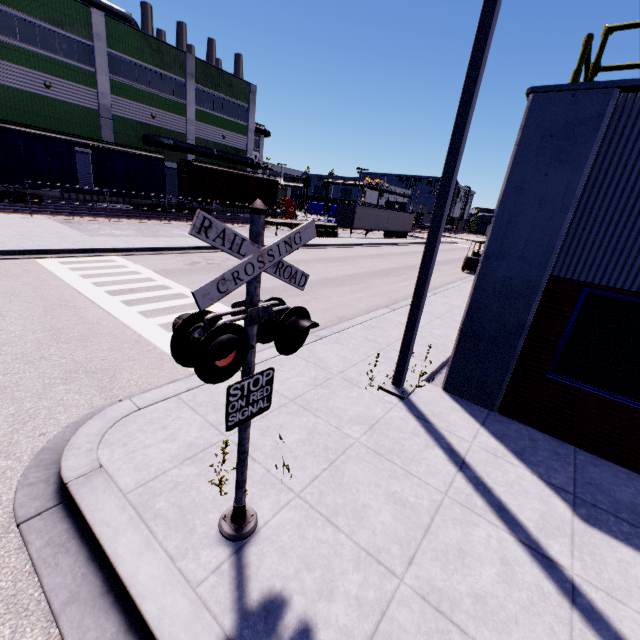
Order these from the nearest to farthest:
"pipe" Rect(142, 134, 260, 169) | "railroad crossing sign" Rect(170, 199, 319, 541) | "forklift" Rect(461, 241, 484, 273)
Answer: "railroad crossing sign" Rect(170, 199, 319, 541)
"forklift" Rect(461, 241, 484, 273)
"pipe" Rect(142, 134, 260, 169)

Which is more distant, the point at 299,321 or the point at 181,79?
the point at 181,79

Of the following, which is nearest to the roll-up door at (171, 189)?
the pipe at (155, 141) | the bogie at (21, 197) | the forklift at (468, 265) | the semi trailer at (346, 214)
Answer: the pipe at (155, 141)

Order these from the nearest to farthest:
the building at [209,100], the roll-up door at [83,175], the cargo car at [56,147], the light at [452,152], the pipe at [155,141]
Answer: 1. the light at [452,152]
2. the cargo car at [56,147]
3. the building at [209,100]
4. the roll-up door at [83,175]
5. the pipe at [155,141]

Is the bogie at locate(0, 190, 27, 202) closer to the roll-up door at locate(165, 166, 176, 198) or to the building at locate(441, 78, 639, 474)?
the building at locate(441, 78, 639, 474)

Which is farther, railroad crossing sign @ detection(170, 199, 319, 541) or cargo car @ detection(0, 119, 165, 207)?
cargo car @ detection(0, 119, 165, 207)

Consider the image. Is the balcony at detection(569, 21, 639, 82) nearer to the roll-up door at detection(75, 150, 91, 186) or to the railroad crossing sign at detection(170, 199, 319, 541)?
the railroad crossing sign at detection(170, 199, 319, 541)

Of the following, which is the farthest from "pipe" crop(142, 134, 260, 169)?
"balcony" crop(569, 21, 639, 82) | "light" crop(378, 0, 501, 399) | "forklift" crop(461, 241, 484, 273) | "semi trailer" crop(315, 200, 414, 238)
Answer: "light" crop(378, 0, 501, 399)
